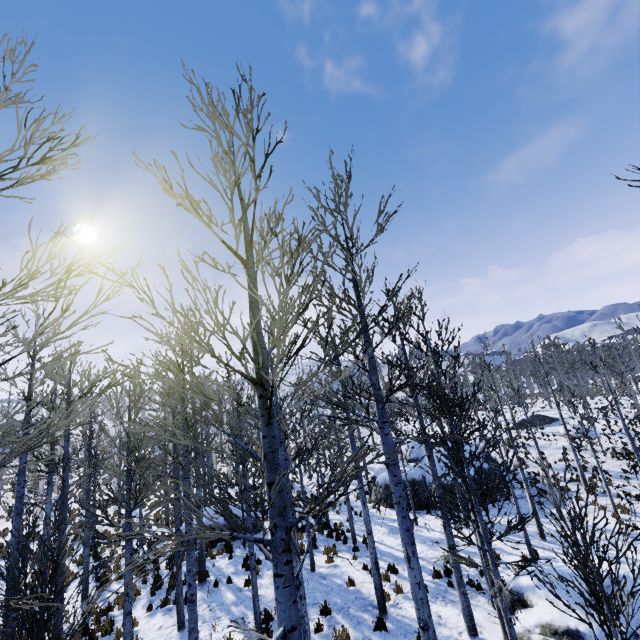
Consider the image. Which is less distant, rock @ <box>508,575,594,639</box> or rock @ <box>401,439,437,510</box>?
rock @ <box>508,575,594,639</box>

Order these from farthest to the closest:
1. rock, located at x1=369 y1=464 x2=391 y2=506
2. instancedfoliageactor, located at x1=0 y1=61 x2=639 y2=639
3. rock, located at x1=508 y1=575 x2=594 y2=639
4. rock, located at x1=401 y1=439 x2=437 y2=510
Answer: rock, located at x1=369 y1=464 x2=391 y2=506
rock, located at x1=401 y1=439 x2=437 y2=510
rock, located at x1=508 y1=575 x2=594 y2=639
instancedfoliageactor, located at x1=0 y1=61 x2=639 y2=639

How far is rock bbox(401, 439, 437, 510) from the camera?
19.1 meters

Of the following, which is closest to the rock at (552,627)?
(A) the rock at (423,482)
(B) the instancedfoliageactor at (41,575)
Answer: (B) the instancedfoliageactor at (41,575)

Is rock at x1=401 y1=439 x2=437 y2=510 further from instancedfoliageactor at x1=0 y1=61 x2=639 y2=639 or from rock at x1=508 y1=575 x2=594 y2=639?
rock at x1=508 y1=575 x2=594 y2=639

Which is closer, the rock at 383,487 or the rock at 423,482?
the rock at 423,482

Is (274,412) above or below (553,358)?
below

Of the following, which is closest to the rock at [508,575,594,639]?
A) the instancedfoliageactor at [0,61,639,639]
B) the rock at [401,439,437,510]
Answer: the instancedfoliageactor at [0,61,639,639]
